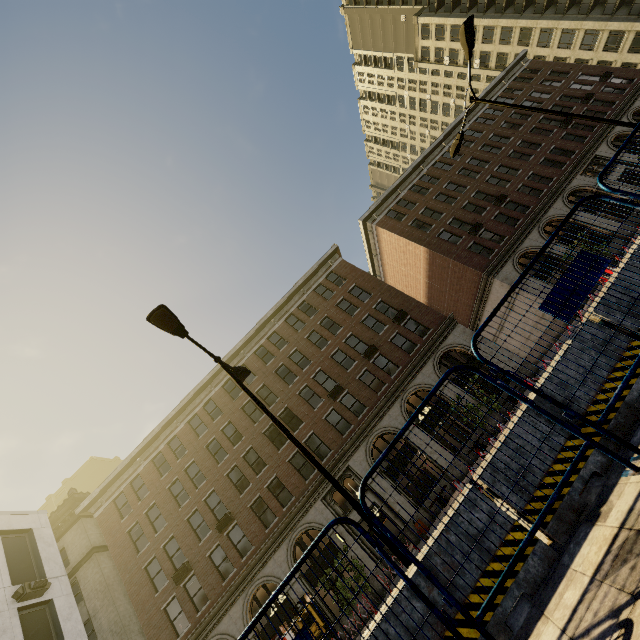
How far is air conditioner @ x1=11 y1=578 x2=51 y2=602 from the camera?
14.05m

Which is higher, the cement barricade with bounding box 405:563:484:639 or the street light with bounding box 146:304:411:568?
the street light with bounding box 146:304:411:568

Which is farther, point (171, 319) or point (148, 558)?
point (148, 558)

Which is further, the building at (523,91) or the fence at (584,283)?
the building at (523,91)

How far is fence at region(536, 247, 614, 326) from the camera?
3.37m

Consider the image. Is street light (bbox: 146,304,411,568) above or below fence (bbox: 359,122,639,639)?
above

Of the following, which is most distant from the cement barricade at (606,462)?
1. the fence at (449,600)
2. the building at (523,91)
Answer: the building at (523,91)

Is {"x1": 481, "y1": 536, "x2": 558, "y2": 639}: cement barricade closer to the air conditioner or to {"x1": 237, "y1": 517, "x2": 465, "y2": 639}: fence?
{"x1": 237, "y1": 517, "x2": 465, "y2": 639}: fence
